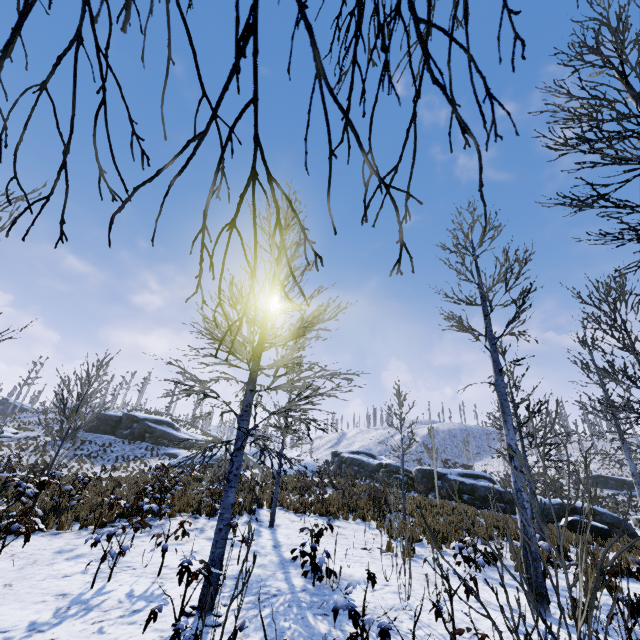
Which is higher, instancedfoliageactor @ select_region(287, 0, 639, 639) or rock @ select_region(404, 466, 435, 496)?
rock @ select_region(404, 466, 435, 496)

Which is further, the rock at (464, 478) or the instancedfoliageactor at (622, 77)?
the rock at (464, 478)

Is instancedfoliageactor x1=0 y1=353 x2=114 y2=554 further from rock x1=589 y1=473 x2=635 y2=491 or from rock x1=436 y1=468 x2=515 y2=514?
rock x1=589 y1=473 x2=635 y2=491

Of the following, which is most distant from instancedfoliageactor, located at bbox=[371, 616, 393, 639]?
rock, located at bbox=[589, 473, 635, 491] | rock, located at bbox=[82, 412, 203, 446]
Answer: rock, located at bbox=[589, 473, 635, 491]

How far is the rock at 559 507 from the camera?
15.1 meters

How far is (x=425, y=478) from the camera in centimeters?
2462cm

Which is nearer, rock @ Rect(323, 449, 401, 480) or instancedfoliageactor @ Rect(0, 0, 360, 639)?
instancedfoliageactor @ Rect(0, 0, 360, 639)

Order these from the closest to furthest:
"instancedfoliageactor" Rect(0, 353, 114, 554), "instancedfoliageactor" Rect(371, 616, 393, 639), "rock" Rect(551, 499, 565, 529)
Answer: "instancedfoliageactor" Rect(371, 616, 393, 639)
"instancedfoliageactor" Rect(0, 353, 114, 554)
"rock" Rect(551, 499, 565, 529)
